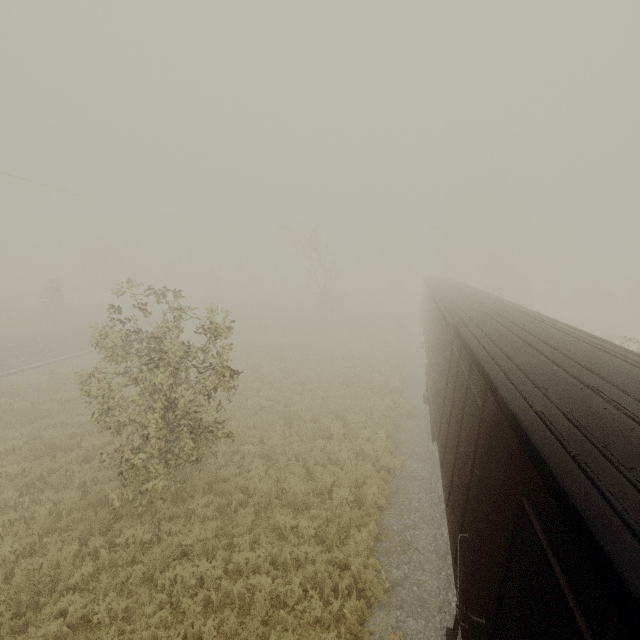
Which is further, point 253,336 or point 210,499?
point 253,336
